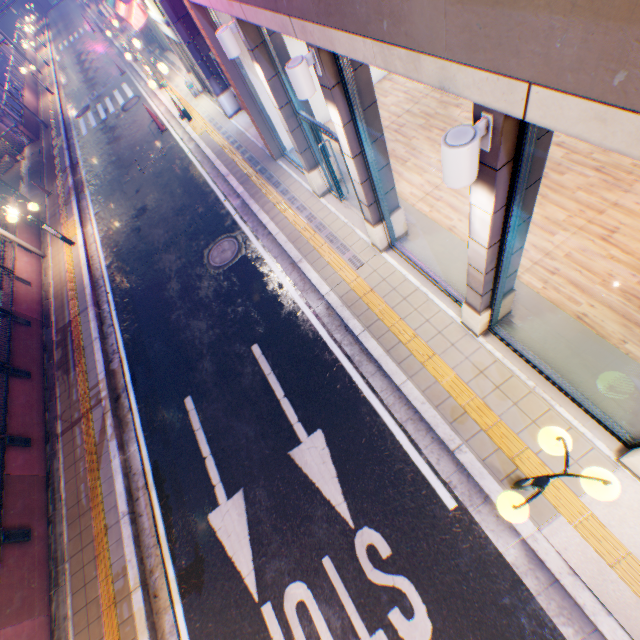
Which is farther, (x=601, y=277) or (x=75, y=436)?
(x=75, y=436)

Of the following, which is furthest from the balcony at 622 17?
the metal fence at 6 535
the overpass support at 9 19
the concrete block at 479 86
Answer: the overpass support at 9 19

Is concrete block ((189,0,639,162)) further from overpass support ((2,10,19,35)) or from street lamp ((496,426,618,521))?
overpass support ((2,10,19,35))

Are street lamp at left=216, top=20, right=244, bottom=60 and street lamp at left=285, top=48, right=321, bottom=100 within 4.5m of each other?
yes

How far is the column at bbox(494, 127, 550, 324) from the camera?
2.95m

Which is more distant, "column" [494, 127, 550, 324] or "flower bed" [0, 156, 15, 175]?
"flower bed" [0, 156, 15, 175]

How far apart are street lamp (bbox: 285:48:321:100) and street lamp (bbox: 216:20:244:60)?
2.6 meters

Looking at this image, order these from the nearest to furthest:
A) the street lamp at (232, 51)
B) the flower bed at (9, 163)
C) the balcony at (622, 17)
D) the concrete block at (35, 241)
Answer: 1. the balcony at (622, 17)
2. the street lamp at (232, 51)
3. the concrete block at (35, 241)
4. the flower bed at (9, 163)
